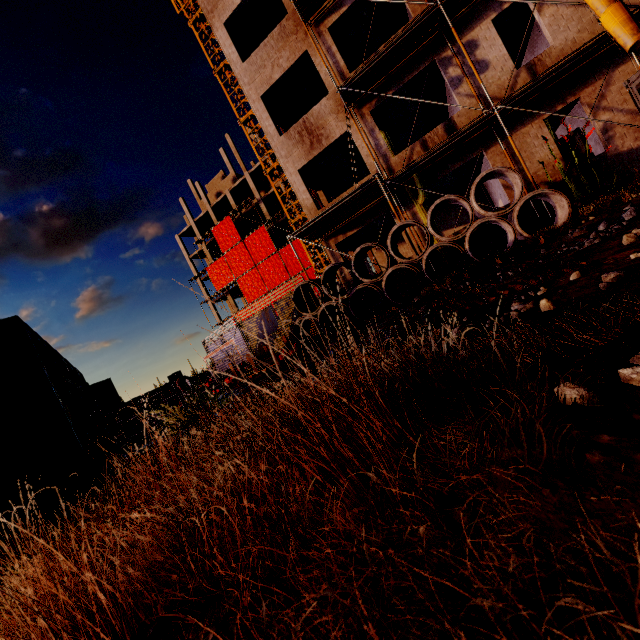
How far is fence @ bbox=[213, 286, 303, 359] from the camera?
13.2 meters

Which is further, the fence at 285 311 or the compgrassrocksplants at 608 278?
the fence at 285 311

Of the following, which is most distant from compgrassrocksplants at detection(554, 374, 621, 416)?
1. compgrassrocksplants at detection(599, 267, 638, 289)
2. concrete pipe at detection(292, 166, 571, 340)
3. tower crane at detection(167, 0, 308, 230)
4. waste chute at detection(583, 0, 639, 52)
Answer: tower crane at detection(167, 0, 308, 230)

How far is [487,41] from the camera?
11.51m

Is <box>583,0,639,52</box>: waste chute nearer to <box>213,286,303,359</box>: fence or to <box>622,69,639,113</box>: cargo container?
<box>622,69,639,113</box>: cargo container

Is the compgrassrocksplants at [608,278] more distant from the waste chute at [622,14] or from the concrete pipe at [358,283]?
the waste chute at [622,14]

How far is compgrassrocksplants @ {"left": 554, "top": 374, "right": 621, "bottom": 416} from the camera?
0.82m

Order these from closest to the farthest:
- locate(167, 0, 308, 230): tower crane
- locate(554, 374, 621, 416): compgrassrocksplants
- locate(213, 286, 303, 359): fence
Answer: locate(554, 374, 621, 416): compgrassrocksplants < locate(213, 286, 303, 359): fence < locate(167, 0, 308, 230): tower crane
